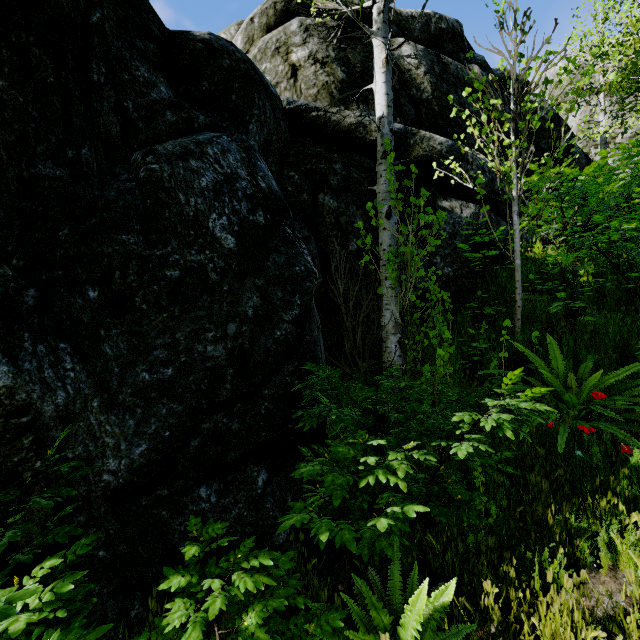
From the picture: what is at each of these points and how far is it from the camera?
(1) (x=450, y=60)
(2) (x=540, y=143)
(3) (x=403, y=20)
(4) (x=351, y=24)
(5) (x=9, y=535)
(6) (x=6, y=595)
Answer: (1) rock, 8.34m
(2) rock, 10.77m
(3) rock, 8.35m
(4) rock, 7.88m
(5) instancedfoliageactor, 1.85m
(6) instancedfoliageactor, 1.23m

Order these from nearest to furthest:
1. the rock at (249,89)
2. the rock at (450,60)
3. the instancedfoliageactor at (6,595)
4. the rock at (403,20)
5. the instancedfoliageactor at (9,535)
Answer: the instancedfoliageactor at (6,595)
the instancedfoliageactor at (9,535)
the rock at (249,89)
the rock at (450,60)
the rock at (403,20)

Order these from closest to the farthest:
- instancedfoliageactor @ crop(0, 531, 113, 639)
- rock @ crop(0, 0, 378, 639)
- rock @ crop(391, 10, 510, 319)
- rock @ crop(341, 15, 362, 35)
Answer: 1. instancedfoliageactor @ crop(0, 531, 113, 639)
2. rock @ crop(0, 0, 378, 639)
3. rock @ crop(391, 10, 510, 319)
4. rock @ crop(341, 15, 362, 35)

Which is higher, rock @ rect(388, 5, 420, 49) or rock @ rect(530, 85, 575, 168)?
rock @ rect(388, 5, 420, 49)

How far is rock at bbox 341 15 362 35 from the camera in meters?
7.1 m

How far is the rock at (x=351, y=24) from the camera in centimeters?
711cm
